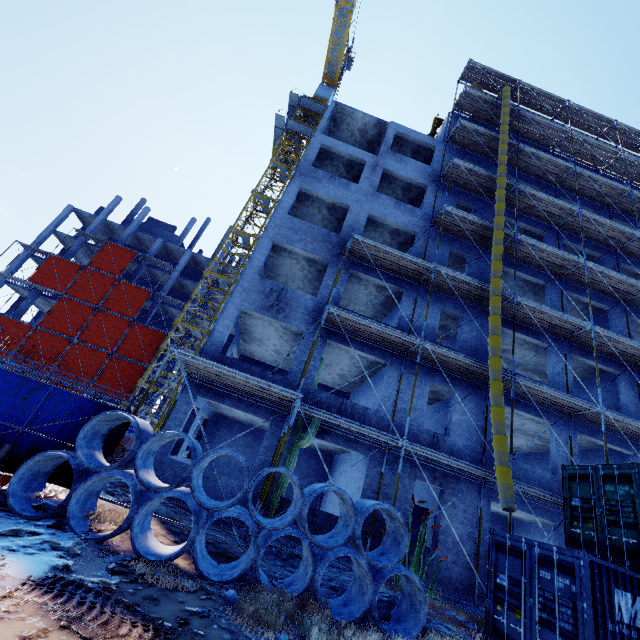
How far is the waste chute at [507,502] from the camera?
9.6m

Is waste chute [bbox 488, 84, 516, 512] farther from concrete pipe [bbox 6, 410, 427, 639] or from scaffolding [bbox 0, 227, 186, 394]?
scaffolding [bbox 0, 227, 186, 394]

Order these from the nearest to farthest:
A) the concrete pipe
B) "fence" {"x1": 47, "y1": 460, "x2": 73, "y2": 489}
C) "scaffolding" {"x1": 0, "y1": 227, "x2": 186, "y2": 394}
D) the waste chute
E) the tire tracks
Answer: the tire tracks → the concrete pipe → "fence" {"x1": 47, "y1": 460, "x2": 73, "y2": 489} → the waste chute → "scaffolding" {"x1": 0, "y1": 227, "x2": 186, "y2": 394}

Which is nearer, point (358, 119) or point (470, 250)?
point (470, 250)

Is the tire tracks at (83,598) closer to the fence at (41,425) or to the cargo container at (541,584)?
the fence at (41,425)

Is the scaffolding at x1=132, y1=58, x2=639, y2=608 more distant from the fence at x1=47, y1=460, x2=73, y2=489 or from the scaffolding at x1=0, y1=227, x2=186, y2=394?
the scaffolding at x1=0, y1=227, x2=186, y2=394

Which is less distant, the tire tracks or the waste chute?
the tire tracks

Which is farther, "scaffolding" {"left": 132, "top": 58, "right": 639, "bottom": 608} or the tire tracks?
"scaffolding" {"left": 132, "top": 58, "right": 639, "bottom": 608}
